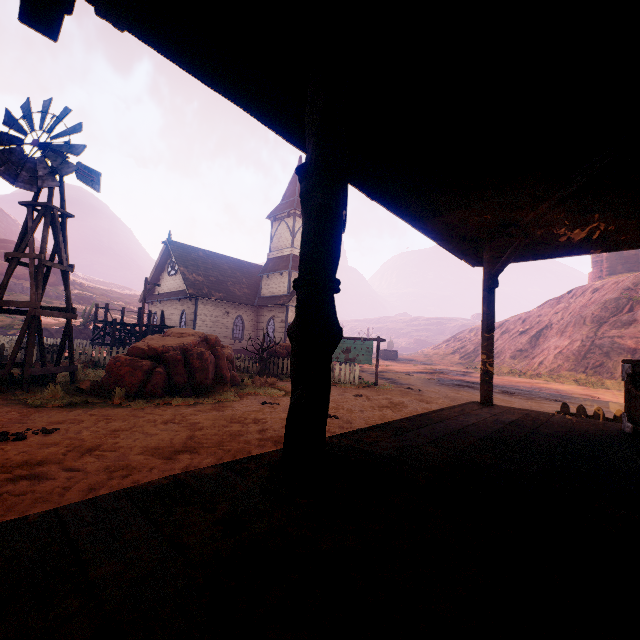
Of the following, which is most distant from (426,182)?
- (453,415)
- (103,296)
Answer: (103,296)

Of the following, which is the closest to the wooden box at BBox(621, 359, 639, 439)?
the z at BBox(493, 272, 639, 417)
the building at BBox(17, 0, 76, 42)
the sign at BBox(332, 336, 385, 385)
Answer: the building at BBox(17, 0, 76, 42)

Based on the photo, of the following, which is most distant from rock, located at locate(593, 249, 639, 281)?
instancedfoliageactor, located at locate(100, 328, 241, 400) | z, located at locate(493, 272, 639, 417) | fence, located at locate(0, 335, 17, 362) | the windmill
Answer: fence, located at locate(0, 335, 17, 362)

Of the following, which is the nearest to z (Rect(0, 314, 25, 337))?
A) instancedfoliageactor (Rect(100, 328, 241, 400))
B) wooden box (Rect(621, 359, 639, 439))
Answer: instancedfoliageactor (Rect(100, 328, 241, 400))

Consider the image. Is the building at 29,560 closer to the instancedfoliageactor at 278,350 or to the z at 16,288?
the z at 16,288

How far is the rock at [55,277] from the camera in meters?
49.9

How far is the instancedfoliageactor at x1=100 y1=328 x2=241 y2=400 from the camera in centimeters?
843cm

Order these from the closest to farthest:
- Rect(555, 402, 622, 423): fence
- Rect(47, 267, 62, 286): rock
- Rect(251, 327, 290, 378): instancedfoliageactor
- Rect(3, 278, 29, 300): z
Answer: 1. Rect(555, 402, 622, 423): fence
2. Rect(251, 327, 290, 378): instancedfoliageactor
3. Rect(3, 278, 29, 300): z
4. Rect(47, 267, 62, 286): rock
